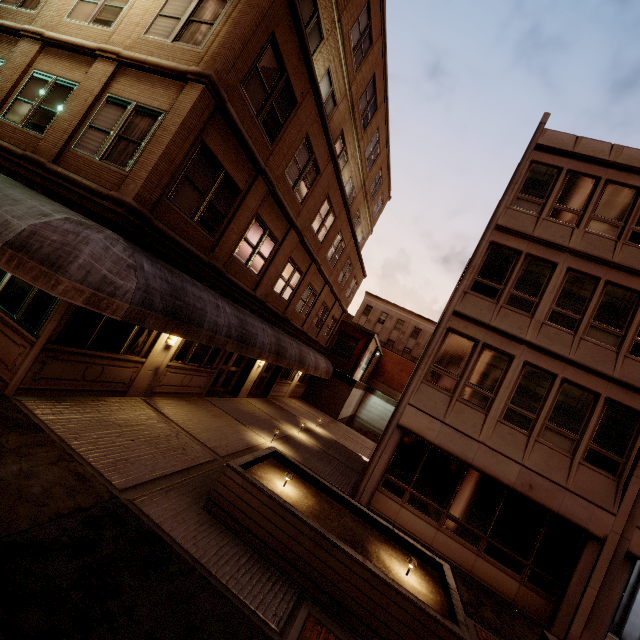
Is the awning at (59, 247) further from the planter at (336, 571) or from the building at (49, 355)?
the planter at (336, 571)

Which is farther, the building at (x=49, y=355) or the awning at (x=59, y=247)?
the building at (x=49, y=355)

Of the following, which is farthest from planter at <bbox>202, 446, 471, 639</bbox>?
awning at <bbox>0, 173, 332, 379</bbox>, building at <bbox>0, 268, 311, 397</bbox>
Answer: building at <bbox>0, 268, 311, 397</bbox>

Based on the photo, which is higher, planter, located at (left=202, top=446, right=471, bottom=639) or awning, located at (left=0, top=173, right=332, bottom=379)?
awning, located at (left=0, top=173, right=332, bottom=379)

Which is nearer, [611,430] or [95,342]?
[95,342]

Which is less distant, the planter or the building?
the planter

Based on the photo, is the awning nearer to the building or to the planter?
the building
